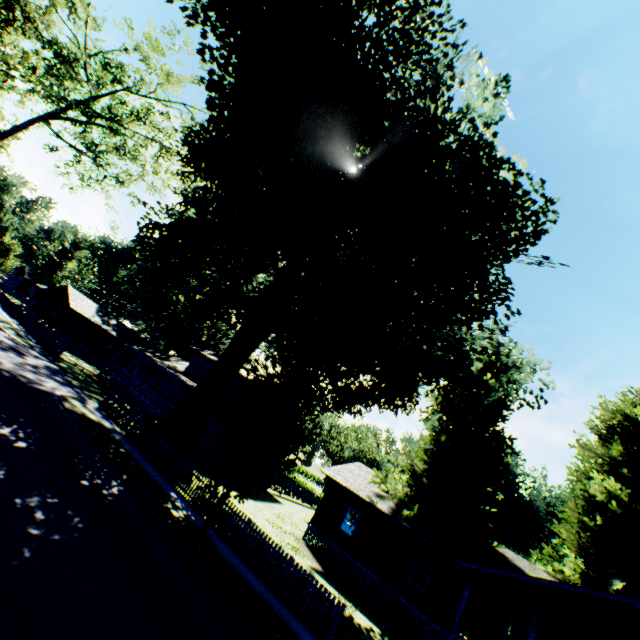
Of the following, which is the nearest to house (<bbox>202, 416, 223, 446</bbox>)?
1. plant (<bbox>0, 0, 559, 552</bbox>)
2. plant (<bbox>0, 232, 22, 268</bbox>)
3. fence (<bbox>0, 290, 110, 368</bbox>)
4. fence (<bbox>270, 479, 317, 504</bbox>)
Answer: plant (<bbox>0, 0, 559, 552</bbox>)

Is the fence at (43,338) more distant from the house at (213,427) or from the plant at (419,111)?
the house at (213,427)

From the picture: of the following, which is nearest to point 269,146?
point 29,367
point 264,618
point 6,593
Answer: point 6,593

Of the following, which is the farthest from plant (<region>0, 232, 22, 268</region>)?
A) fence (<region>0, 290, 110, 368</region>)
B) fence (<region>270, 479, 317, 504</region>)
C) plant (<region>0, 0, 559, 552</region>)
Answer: fence (<region>270, 479, 317, 504</region>)

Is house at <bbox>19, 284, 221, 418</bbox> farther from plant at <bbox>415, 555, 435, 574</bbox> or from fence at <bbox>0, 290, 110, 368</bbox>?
fence at <bbox>0, 290, 110, 368</bbox>

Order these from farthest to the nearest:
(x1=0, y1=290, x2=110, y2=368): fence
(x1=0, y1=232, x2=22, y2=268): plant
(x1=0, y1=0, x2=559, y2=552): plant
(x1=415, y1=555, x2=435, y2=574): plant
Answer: (x1=0, y1=232, x2=22, y2=268): plant, (x1=0, y1=290, x2=110, y2=368): fence, (x1=415, y1=555, x2=435, y2=574): plant, (x1=0, y1=0, x2=559, y2=552): plant

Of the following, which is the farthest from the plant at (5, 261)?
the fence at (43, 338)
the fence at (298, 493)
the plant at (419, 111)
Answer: the fence at (298, 493)

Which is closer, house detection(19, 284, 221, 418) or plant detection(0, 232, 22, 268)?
house detection(19, 284, 221, 418)
